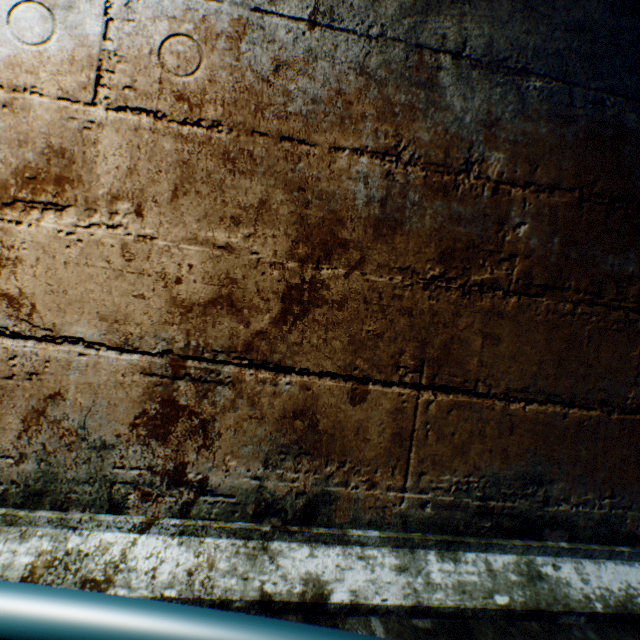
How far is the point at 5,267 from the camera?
0.8m
